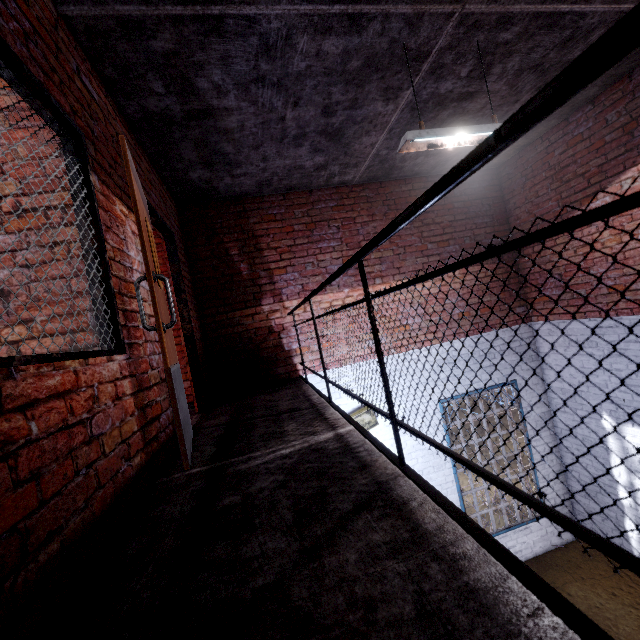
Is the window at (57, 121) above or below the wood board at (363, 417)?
above

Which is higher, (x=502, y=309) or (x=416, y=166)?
(x=416, y=166)

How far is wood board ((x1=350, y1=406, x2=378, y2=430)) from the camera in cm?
512

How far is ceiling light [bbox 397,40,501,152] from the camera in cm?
271

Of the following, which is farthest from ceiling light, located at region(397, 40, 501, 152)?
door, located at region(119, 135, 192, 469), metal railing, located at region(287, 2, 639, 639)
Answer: door, located at region(119, 135, 192, 469)

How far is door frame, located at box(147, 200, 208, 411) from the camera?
3.6m

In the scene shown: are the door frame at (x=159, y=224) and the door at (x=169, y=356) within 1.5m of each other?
yes

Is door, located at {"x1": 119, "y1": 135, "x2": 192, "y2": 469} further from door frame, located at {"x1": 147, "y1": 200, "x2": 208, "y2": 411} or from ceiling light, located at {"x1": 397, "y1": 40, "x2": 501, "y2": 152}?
ceiling light, located at {"x1": 397, "y1": 40, "x2": 501, "y2": 152}
